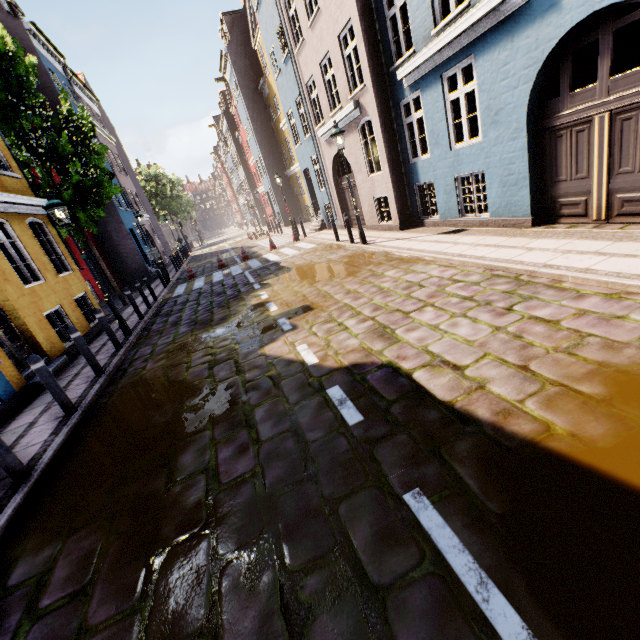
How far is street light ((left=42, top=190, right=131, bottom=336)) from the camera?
7.75m

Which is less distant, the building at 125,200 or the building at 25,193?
the building at 25,193

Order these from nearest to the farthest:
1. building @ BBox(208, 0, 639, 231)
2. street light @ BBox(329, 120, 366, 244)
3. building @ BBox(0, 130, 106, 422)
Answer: building @ BBox(208, 0, 639, 231) → building @ BBox(0, 130, 106, 422) → street light @ BBox(329, 120, 366, 244)

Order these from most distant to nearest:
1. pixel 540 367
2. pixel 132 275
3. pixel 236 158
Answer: pixel 236 158
pixel 132 275
pixel 540 367

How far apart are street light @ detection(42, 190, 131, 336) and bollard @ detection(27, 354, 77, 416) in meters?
4.1

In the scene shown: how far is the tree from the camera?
40.88m

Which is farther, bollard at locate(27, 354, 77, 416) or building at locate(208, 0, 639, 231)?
→ building at locate(208, 0, 639, 231)

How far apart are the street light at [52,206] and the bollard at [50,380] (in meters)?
4.10
